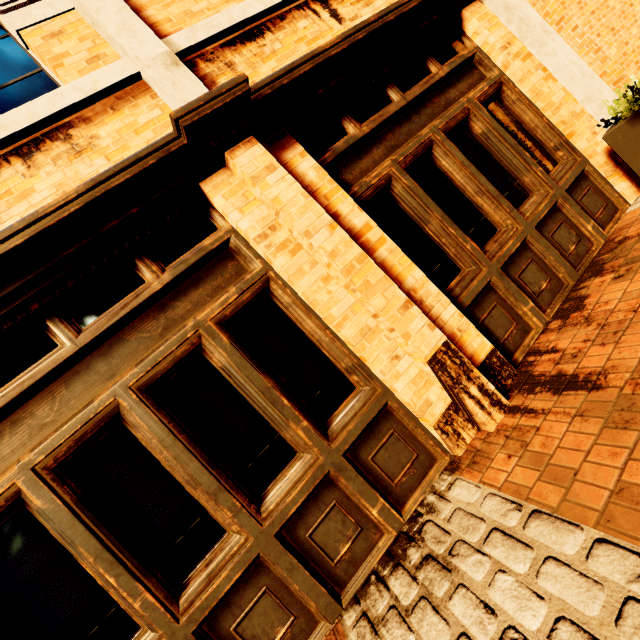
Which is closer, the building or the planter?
the building

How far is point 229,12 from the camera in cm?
295

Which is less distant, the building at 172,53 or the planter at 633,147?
the building at 172,53
